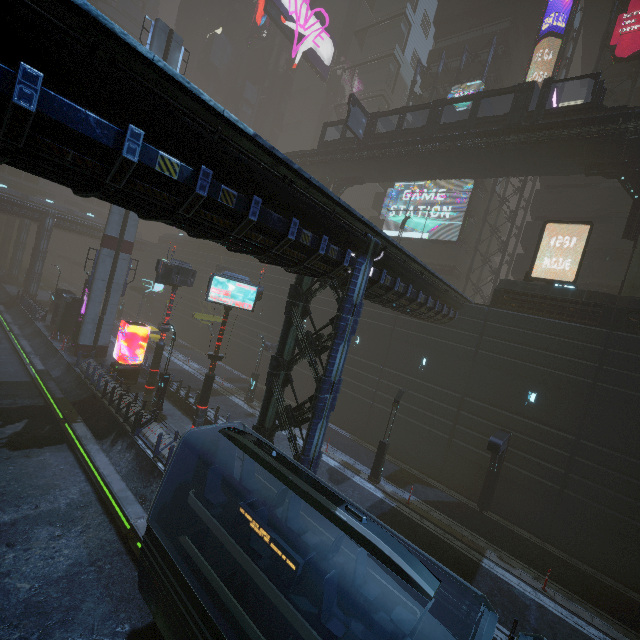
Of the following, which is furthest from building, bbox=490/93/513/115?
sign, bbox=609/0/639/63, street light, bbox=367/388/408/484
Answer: street light, bbox=367/388/408/484

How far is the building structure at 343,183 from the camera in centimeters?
3284cm

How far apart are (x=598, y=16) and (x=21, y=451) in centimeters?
6054cm

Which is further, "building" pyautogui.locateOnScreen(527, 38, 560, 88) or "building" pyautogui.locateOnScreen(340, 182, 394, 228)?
"building" pyautogui.locateOnScreen(340, 182, 394, 228)

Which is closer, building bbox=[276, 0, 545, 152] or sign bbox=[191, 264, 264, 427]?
sign bbox=[191, 264, 264, 427]

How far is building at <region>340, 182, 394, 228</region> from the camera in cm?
3909

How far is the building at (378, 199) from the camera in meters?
39.1 m
